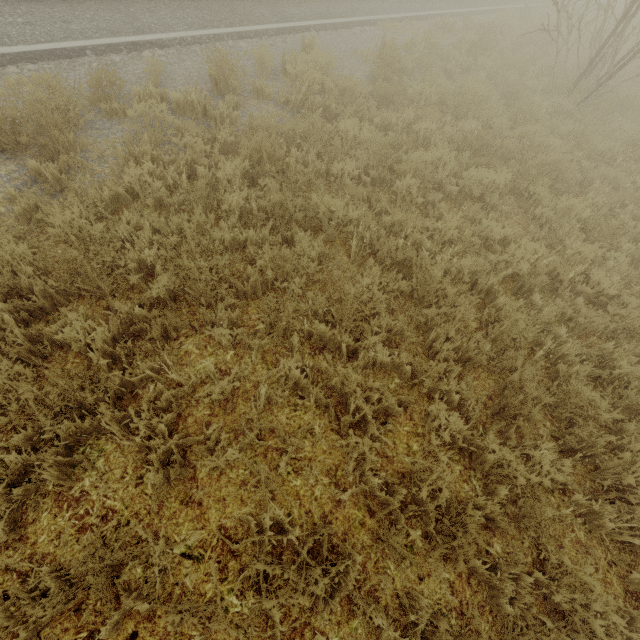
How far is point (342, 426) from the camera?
2.9m
